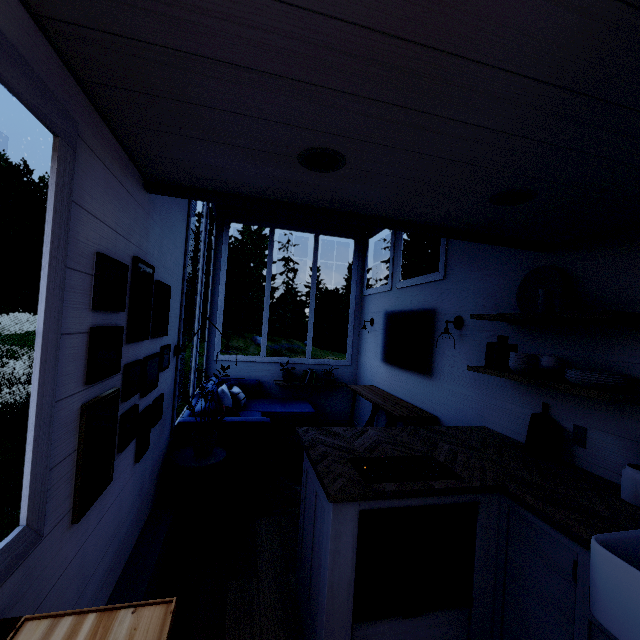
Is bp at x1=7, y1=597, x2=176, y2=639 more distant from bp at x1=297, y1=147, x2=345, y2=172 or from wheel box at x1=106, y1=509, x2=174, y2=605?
bp at x1=297, y1=147, x2=345, y2=172

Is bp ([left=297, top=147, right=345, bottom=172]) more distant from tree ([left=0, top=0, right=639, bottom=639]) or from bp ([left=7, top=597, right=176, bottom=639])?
bp ([left=7, top=597, right=176, bottom=639])

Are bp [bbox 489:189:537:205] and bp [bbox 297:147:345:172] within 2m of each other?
yes

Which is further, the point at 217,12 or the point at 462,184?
the point at 462,184

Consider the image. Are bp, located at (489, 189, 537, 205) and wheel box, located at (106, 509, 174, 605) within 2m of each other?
no

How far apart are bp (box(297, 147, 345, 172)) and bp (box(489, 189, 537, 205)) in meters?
0.9

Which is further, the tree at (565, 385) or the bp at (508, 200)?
the bp at (508, 200)

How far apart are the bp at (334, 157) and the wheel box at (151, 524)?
2.31m
